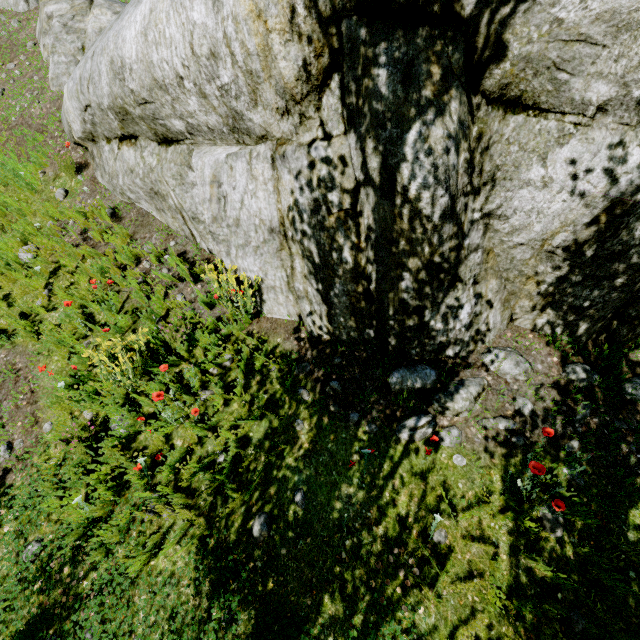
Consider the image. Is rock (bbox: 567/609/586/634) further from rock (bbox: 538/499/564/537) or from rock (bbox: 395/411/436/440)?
rock (bbox: 395/411/436/440)

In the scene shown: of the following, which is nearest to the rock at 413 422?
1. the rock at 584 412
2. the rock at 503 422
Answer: the rock at 503 422

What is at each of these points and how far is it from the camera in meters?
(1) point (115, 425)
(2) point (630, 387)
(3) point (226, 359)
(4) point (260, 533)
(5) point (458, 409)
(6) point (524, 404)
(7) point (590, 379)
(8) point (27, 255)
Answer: (1) rock, 4.0 m
(2) rock, 3.5 m
(3) rock, 4.3 m
(4) rock, 3.3 m
(5) rock, 3.7 m
(6) rock, 3.6 m
(7) rock, 3.6 m
(8) rock, 5.5 m

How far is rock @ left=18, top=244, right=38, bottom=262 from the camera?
5.37m

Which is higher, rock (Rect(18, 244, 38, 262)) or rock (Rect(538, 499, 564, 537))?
rock (Rect(18, 244, 38, 262))

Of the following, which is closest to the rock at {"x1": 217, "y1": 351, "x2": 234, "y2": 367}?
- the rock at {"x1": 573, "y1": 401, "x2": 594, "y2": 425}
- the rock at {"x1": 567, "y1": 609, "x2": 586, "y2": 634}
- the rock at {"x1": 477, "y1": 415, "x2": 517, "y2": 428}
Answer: the rock at {"x1": 477, "y1": 415, "x2": 517, "y2": 428}

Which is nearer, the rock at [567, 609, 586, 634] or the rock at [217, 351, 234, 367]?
the rock at [567, 609, 586, 634]

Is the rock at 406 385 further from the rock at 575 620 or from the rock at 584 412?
the rock at 575 620
